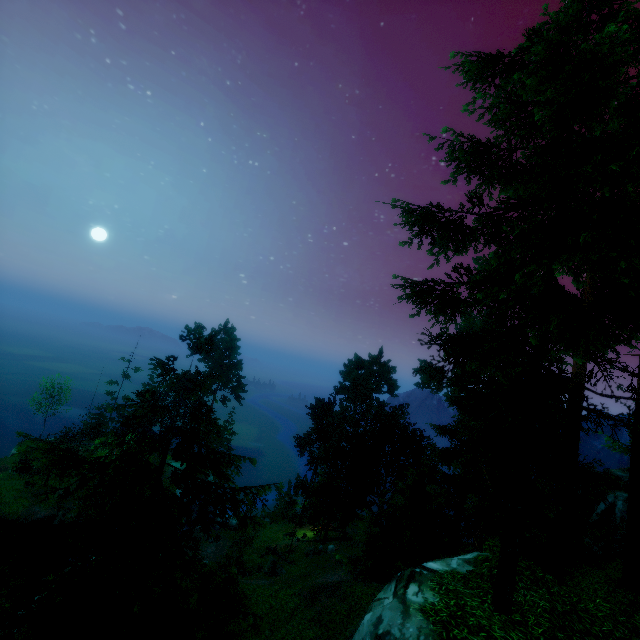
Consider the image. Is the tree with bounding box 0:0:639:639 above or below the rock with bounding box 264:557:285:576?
above

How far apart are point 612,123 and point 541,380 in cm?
1247

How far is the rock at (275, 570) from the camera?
28.52m

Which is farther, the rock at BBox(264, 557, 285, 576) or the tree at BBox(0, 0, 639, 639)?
the rock at BBox(264, 557, 285, 576)

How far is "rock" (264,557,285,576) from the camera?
28.5m

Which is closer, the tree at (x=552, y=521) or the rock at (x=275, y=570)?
the tree at (x=552, y=521)
